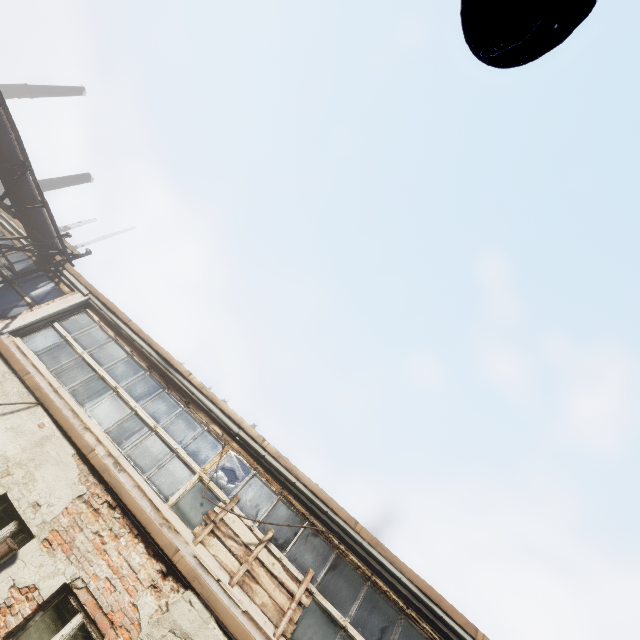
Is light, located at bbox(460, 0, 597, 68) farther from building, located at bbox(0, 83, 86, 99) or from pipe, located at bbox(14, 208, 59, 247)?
building, located at bbox(0, 83, 86, 99)

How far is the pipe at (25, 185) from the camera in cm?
842

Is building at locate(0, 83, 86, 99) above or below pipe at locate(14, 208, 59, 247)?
above

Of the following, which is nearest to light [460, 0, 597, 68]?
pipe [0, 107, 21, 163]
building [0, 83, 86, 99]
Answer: pipe [0, 107, 21, 163]

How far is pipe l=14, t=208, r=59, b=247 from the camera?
8.87m

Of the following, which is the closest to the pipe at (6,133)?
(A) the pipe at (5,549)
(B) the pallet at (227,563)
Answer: (B) the pallet at (227,563)

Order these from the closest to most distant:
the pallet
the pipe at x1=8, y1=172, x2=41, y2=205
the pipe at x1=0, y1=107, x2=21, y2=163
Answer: the pallet
the pipe at x1=0, y1=107, x2=21, y2=163
the pipe at x1=8, y1=172, x2=41, y2=205

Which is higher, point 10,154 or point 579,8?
point 10,154
